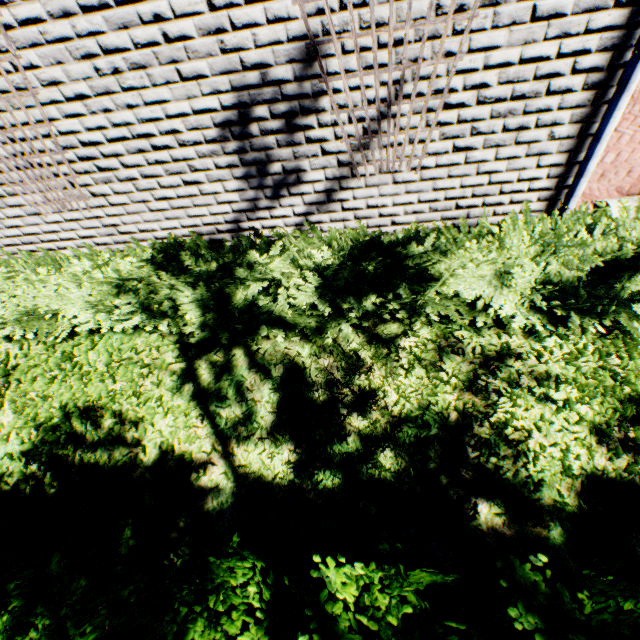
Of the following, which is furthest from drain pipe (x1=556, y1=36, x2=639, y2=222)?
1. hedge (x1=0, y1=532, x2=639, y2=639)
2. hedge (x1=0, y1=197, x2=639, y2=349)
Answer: hedge (x1=0, y1=532, x2=639, y2=639)

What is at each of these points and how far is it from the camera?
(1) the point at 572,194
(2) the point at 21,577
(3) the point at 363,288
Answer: (1) drain pipe, 3.0m
(2) hedge, 2.0m
(3) hedge, 3.0m

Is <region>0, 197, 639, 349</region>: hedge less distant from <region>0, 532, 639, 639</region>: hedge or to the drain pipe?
the drain pipe

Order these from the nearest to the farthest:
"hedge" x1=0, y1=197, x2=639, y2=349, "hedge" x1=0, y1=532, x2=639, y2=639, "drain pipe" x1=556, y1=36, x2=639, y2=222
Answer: "hedge" x1=0, y1=532, x2=639, y2=639 < "drain pipe" x1=556, y1=36, x2=639, y2=222 < "hedge" x1=0, y1=197, x2=639, y2=349

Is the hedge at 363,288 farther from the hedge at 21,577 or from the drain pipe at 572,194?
the hedge at 21,577
